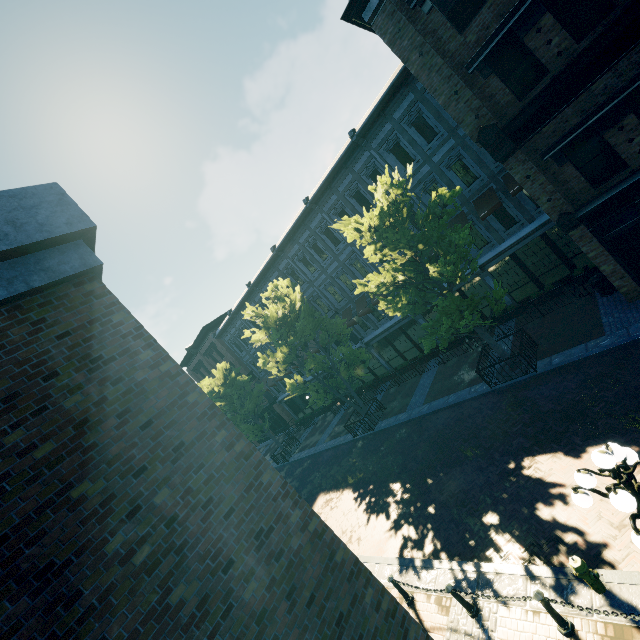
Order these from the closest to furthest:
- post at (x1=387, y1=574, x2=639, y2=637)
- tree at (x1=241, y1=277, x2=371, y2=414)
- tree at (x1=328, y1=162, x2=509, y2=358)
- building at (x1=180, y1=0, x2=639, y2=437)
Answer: post at (x1=387, y1=574, x2=639, y2=637)
building at (x1=180, y1=0, x2=639, y2=437)
tree at (x1=328, y1=162, x2=509, y2=358)
tree at (x1=241, y1=277, x2=371, y2=414)

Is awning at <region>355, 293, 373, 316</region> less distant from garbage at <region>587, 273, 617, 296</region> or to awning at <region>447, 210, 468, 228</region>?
awning at <region>447, 210, 468, 228</region>

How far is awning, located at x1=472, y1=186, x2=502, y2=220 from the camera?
15.43m

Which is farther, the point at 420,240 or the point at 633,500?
the point at 420,240

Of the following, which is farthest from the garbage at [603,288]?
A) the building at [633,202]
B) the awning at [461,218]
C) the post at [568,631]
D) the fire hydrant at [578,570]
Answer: the post at [568,631]

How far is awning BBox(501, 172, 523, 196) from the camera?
14.62m

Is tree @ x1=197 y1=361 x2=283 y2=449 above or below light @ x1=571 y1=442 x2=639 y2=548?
above

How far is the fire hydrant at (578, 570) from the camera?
6.0 meters
